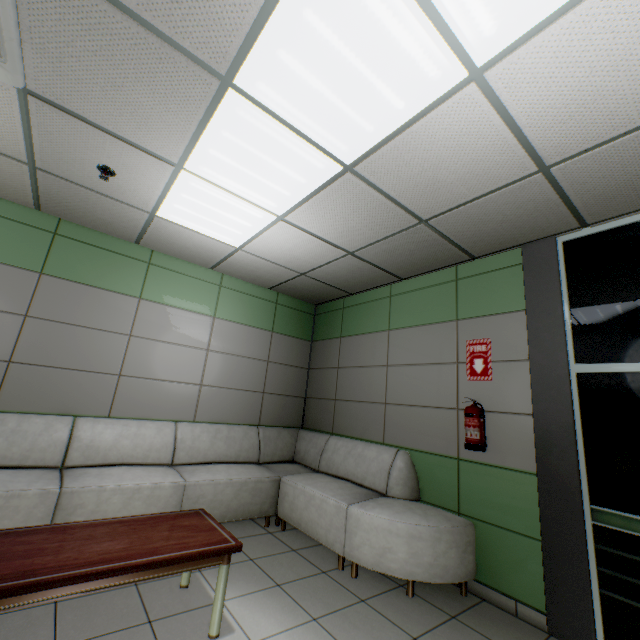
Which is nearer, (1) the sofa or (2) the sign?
(1) the sofa

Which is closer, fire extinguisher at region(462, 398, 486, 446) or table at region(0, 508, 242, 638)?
table at region(0, 508, 242, 638)

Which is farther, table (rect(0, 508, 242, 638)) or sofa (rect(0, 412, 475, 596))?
sofa (rect(0, 412, 475, 596))

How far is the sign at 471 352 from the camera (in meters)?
3.30

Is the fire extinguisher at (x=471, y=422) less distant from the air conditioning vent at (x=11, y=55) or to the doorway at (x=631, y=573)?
the doorway at (x=631, y=573)

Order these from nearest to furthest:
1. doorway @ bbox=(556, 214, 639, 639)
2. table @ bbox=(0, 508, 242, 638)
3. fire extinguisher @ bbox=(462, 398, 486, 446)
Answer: table @ bbox=(0, 508, 242, 638) < doorway @ bbox=(556, 214, 639, 639) < fire extinguisher @ bbox=(462, 398, 486, 446)

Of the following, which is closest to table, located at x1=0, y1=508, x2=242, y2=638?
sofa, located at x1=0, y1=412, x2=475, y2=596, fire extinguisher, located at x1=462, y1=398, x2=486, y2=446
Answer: sofa, located at x1=0, y1=412, x2=475, y2=596

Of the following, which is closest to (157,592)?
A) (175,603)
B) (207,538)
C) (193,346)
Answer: (175,603)
